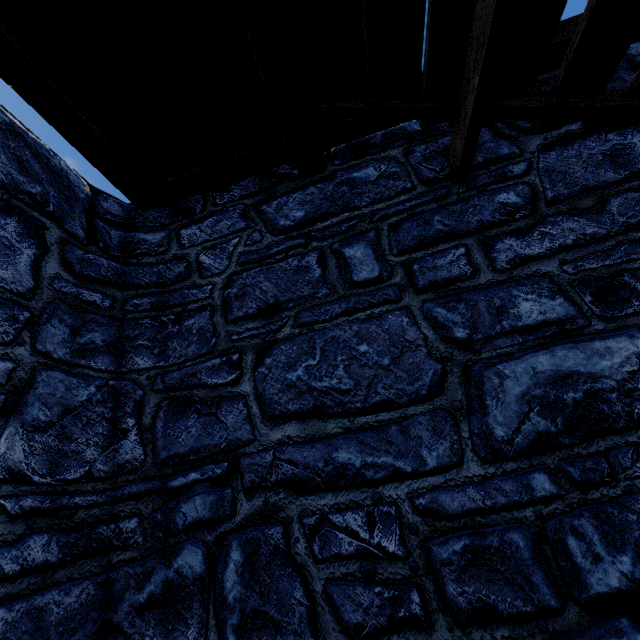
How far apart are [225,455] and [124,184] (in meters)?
2.32
